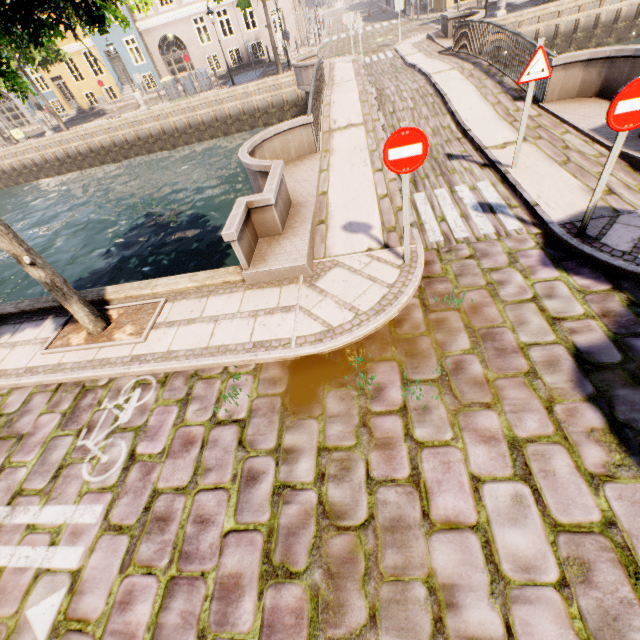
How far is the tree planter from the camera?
5.2m

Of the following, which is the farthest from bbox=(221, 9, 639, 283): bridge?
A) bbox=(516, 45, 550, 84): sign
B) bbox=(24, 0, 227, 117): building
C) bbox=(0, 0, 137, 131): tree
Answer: bbox=(24, 0, 227, 117): building

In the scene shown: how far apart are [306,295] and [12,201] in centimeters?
2864cm

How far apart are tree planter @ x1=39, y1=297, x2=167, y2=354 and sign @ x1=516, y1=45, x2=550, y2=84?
7.1m

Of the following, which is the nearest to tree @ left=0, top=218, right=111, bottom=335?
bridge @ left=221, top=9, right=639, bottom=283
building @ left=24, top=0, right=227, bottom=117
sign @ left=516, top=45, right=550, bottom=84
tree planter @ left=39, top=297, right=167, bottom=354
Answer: tree planter @ left=39, top=297, right=167, bottom=354

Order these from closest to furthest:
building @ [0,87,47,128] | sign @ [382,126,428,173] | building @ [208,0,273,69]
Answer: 1. sign @ [382,126,428,173]
2. building @ [208,0,273,69]
3. building @ [0,87,47,128]

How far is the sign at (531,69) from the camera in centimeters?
511cm

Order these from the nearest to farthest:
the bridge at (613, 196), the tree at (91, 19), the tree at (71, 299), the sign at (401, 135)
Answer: the tree at (91, 19)
the sign at (401, 135)
the tree at (71, 299)
the bridge at (613, 196)
